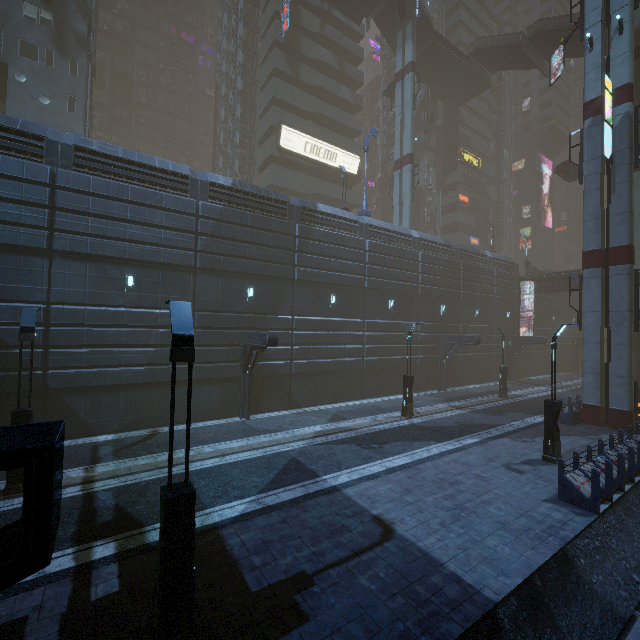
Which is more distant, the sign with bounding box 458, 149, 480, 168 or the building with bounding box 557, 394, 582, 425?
the sign with bounding box 458, 149, 480, 168

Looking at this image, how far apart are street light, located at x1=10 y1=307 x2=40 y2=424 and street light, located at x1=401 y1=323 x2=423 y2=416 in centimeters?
1672cm

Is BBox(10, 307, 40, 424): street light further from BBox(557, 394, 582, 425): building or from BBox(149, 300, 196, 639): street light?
BBox(149, 300, 196, 639): street light

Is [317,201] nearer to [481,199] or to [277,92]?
[277,92]

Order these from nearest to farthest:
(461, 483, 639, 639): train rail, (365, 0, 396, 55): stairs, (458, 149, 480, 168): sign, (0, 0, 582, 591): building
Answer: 1. (461, 483, 639, 639): train rail
2. (0, 0, 582, 591): building
3. (365, 0, 396, 55): stairs
4. (458, 149, 480, 168): sign

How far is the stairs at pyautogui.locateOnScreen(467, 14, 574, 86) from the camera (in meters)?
31.62

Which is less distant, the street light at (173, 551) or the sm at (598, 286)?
the street light at (173, 551)

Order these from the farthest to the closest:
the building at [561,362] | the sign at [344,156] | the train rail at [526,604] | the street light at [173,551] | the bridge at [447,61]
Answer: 1. the building at [561,362]
2. the bridge at [447,61]
3. the sign at [344,156]
4. the train rail at [526,604]
5. the street light at [173,551]
